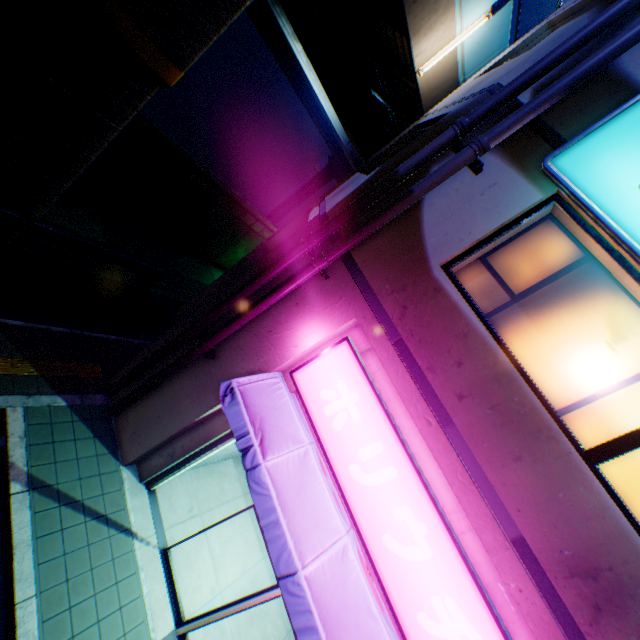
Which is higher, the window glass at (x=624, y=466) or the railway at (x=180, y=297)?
the window glass at (x=624, y=466)

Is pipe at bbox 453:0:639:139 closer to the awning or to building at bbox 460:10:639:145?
building at bbox 460:10:639:145

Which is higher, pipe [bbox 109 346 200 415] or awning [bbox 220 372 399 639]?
awning [bbox 220 372 399 639]

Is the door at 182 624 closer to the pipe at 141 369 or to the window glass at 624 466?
the pipe at 141 369

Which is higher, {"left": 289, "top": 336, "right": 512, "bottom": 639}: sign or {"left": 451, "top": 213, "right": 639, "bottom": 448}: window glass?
{"left": 451, "top": 213, "right": 639, "bottom": 448}: window glass

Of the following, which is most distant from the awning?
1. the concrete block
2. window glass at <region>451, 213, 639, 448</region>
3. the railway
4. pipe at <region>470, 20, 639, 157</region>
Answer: the railway

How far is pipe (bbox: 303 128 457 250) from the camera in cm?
435

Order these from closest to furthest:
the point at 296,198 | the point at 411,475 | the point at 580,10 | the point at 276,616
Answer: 1. the point at 411,475
2. the point at 580,10
3. the point at 276,616
4. the point at 296,198
